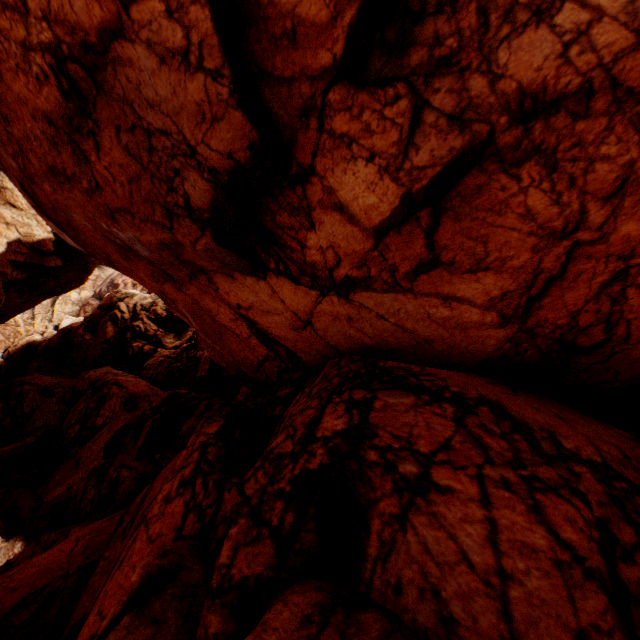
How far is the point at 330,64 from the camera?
4.35m
